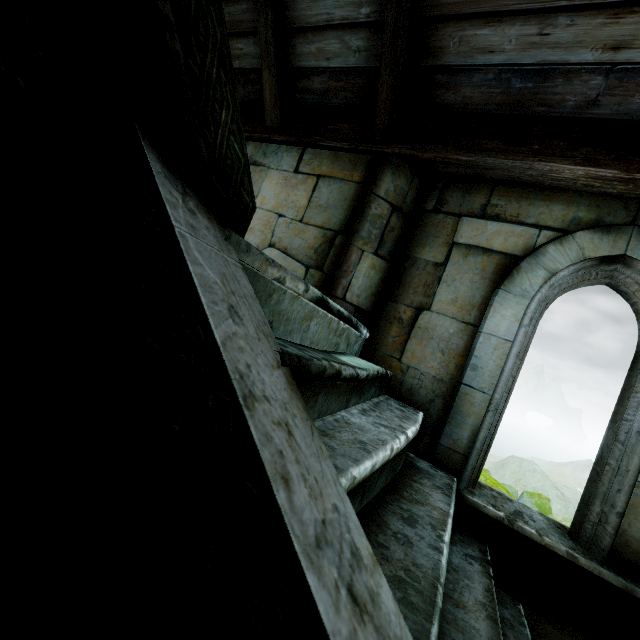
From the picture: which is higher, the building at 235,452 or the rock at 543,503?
the building at 235,452

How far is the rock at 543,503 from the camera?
17.20m

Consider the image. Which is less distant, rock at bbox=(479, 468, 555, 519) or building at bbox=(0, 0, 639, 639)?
building at bbox=(0, 0, 639, 639)

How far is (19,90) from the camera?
0.8 meters

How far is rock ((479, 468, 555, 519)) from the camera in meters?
17.2 m

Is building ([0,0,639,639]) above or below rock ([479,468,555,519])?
above
